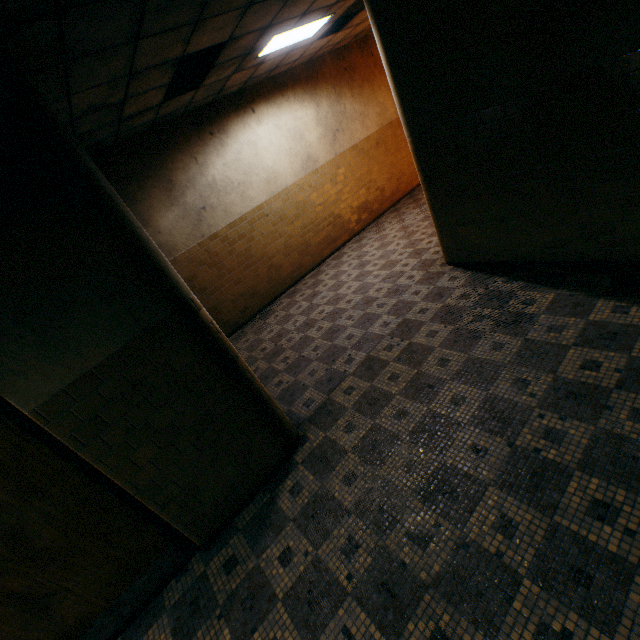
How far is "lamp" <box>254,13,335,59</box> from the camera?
4.9m

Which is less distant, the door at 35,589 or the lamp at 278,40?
the door at 35,589

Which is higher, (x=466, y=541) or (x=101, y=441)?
(x=101, y=441)

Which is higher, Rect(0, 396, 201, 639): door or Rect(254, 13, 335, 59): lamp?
Rect(254, 13, 335, 59): lamp

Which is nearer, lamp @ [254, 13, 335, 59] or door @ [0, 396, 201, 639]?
door @ [0, 396, 201, 639]

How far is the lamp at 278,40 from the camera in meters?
4.9 m
